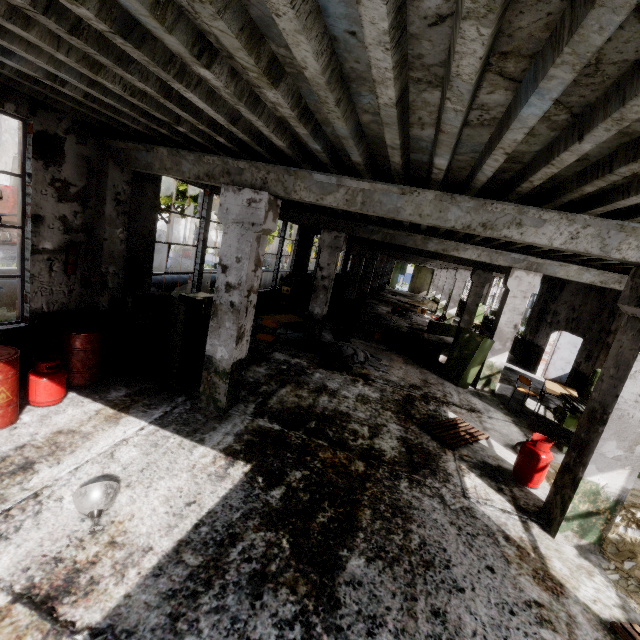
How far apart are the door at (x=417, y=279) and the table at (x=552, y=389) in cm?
3597

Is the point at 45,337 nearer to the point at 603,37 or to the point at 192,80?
the point at 192,80

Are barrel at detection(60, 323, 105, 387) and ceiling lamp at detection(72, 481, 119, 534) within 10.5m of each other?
yes

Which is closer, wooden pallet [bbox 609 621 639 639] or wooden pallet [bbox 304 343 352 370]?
wooden pallet [bbox 609 621 639 639]

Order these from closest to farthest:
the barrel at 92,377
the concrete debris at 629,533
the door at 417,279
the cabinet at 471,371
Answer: the concrete debris at 629,533 < the barrel at 92,377 < the cabinet at 471,371 < the door at 417,279

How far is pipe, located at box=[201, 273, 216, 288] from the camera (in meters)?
13.18

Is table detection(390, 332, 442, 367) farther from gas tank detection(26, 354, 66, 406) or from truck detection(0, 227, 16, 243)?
truck detection(0, 227, 16, 243)

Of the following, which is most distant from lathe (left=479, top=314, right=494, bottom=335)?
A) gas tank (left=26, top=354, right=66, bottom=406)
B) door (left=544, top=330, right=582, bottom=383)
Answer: gas tank (left=26, top=354, right=66, bottom=406)
